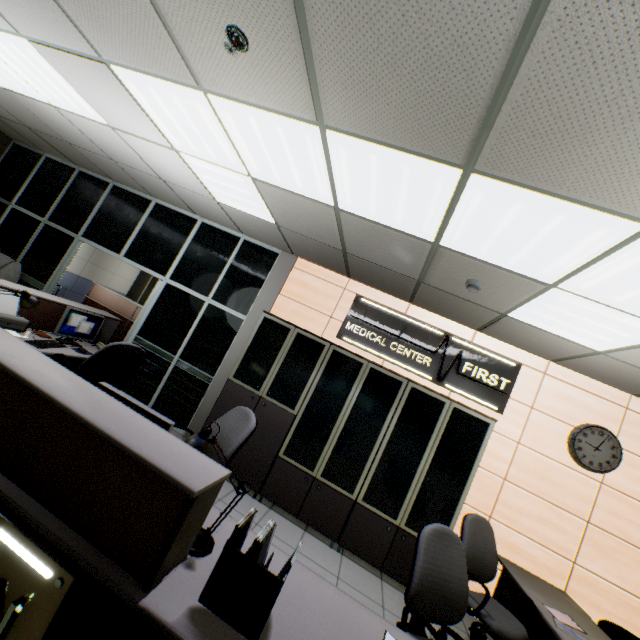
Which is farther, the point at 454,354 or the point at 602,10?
the point at 454,354

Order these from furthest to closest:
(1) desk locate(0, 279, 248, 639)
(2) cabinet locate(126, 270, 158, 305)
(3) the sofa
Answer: (2) cabinet locate(126, 270, 158, 305), (3) the sofa, (1) desk locate(0, 279, 248, 639)

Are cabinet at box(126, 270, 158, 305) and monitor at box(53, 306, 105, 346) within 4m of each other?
no

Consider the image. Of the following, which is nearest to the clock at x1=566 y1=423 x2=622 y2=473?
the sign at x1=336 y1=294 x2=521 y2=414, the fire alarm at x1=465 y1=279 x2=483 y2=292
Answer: the sign at x1=336 y1=294 x2=521 y2=414

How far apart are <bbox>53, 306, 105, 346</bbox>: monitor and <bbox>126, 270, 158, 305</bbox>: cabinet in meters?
8.0 m

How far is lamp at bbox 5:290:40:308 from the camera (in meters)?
2.95

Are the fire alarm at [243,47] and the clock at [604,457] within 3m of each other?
no

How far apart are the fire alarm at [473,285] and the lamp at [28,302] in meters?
4.2
